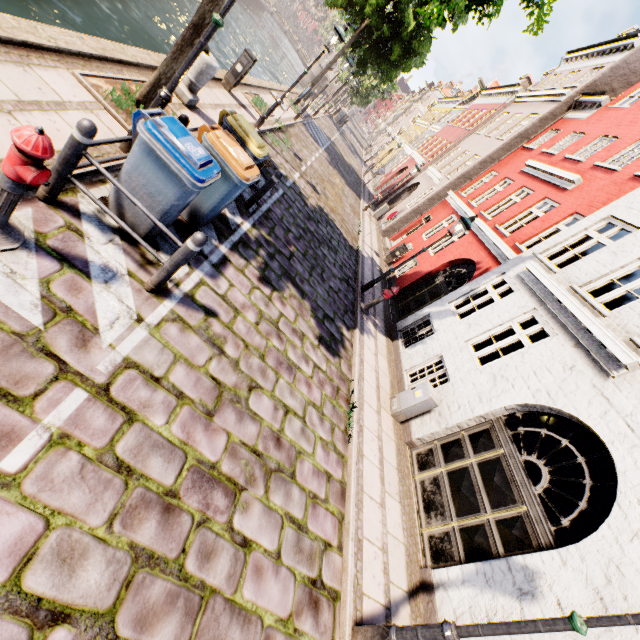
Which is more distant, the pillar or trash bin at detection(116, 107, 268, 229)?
the pillar

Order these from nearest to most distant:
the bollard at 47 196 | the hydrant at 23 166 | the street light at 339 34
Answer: the hydrant at 23 166
the bollard at 47 196
the street light at 339 34

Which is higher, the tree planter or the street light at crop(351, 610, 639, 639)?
the street light at crop(351, 610, 639, 639)

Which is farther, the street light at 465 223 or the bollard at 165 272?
the street light at 465 223

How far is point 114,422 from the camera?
3.0 meters

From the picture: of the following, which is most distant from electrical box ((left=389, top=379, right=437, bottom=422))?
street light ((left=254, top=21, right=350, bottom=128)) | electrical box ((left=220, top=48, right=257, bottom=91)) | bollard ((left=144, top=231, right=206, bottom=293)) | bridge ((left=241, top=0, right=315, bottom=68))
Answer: bridge ((left=241, top=0, right=315, bottom=68))

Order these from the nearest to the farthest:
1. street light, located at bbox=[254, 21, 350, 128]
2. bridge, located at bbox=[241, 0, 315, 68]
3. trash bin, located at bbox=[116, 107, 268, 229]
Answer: trash bin, located at bbox=[116, 107, 268, 229]
street light, located at bbox=[254, 21, 350, 128]
bridge, located at bbox=[241, 0, 315, 68]

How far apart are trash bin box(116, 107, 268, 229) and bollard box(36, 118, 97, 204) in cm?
47
